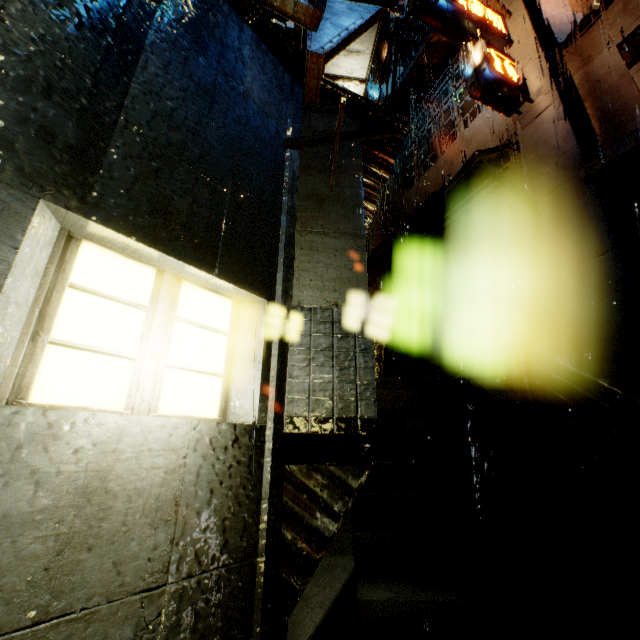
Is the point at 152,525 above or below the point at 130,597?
above

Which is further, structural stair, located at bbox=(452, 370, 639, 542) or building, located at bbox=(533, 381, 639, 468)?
building, located at bbox=(533, 381, 639, 468)

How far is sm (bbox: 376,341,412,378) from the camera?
12.45m

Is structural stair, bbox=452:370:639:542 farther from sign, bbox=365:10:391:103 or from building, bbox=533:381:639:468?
sign, bbox=365:10:391:103

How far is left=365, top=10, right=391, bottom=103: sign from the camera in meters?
15.5

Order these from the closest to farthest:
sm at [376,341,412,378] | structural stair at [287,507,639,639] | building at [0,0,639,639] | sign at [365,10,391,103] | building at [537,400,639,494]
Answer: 1. building at [0,0,639,639]
2. structural stair at [287,507,639,639]
3. building at [537,400,639,494]
4. sm at [376,341,412,378]
5. sign at [365,10,391,103]

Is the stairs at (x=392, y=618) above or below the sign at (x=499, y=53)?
below

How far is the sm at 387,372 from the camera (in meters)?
12.45
